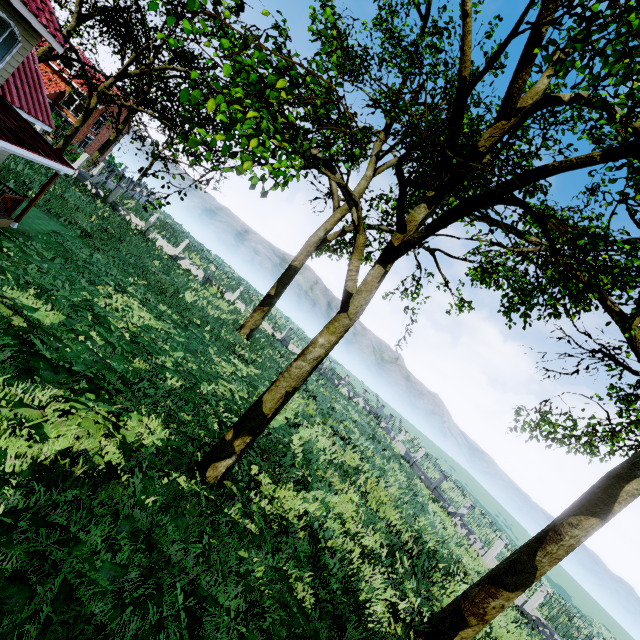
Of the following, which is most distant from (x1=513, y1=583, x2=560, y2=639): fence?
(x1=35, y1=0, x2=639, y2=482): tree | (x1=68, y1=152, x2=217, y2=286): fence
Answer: (x1=68, y1=152, x2=217, y2=286): fence

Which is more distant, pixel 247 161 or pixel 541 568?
pixel 541 568

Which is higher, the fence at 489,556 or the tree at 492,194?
the tree at 492,194

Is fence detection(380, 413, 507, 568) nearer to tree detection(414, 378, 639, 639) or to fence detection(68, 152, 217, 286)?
tree detection(414, 378, 639, 639)

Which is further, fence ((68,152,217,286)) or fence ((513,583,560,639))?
fence ((68,152,217,286))

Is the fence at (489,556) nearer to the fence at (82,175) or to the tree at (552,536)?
the tree at (552,536)
